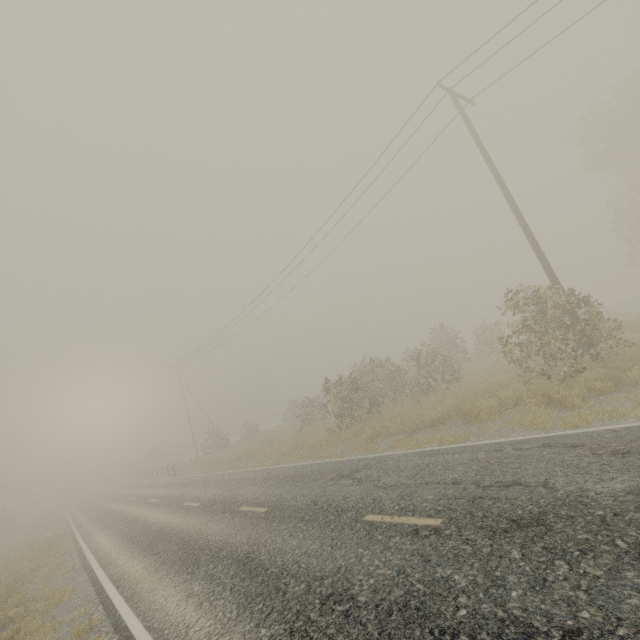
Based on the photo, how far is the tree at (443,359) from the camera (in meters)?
17.64

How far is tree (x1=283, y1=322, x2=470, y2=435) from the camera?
17.64m

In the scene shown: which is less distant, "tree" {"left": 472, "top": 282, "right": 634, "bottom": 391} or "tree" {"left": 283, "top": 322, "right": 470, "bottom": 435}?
"tree" {"left": 472, "top": 282, "right": 634, "bottom": 391}

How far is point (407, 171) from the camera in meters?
16.6

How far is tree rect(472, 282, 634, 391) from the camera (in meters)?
10.31

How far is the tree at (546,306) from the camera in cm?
1031
